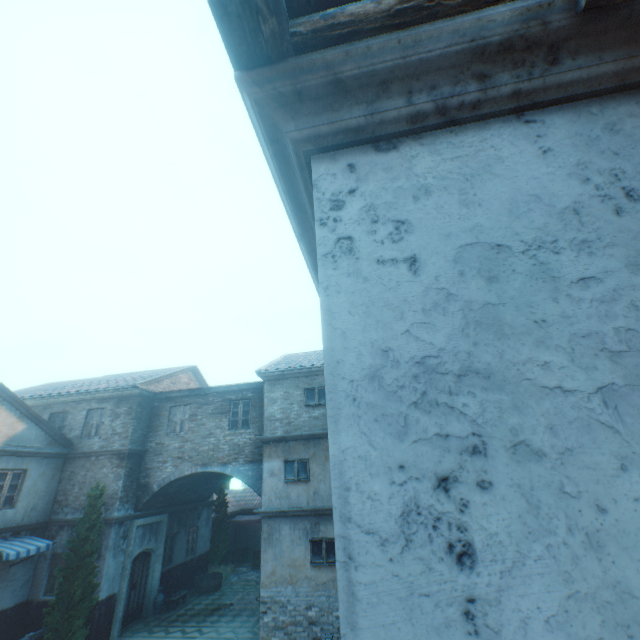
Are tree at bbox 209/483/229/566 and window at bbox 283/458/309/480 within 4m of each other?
no

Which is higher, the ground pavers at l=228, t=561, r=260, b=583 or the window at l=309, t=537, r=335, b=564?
the window at l=309, t=537, r=335, b=564

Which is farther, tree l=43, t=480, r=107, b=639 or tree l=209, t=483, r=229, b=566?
tree l=209, t=483, r=229, b=566

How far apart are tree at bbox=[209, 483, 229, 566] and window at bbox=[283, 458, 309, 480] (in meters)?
10.96

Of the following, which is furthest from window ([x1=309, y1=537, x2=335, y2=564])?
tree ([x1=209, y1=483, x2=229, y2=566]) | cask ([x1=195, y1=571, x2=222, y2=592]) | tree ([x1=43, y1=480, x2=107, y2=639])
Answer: tree ([x1=209, y1=483, x2=229, y2=566])

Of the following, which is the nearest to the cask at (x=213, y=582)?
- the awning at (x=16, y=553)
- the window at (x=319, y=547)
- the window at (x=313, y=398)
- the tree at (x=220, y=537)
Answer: the tree at (x=220, y=537)

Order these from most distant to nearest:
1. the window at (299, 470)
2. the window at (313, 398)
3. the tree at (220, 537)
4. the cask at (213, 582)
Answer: the tree at (220, 537)
the cask at (213, 582)
the window at (313, 398)
the window at (299, 470)

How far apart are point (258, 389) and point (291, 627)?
8.2 meters
